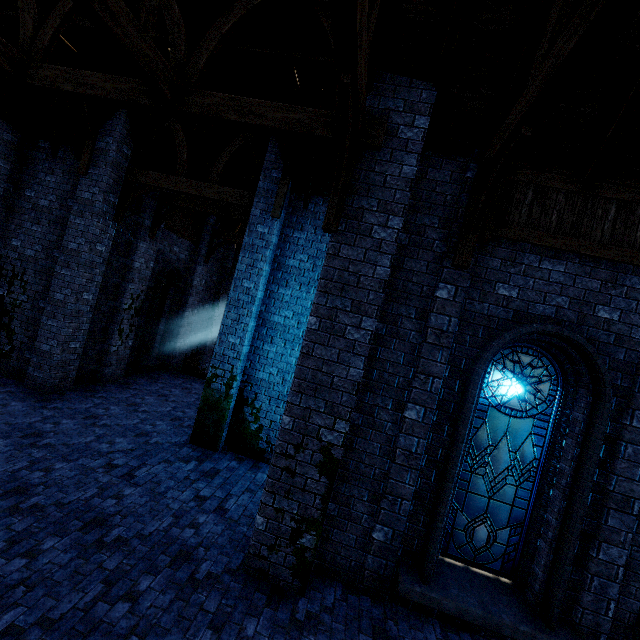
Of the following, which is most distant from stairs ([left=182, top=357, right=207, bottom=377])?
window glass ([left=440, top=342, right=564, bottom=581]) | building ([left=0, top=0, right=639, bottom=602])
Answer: window glass ([left=440, top=342, right=564, bottom=581])

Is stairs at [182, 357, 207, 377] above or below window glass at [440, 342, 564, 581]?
below

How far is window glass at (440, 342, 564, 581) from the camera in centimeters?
513cm

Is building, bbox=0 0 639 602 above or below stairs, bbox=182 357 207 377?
above

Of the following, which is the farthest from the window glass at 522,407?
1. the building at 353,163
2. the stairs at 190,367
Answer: the stairs at 190,367

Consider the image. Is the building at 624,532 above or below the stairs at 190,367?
above

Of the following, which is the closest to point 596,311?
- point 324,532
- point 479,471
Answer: point 479,471
